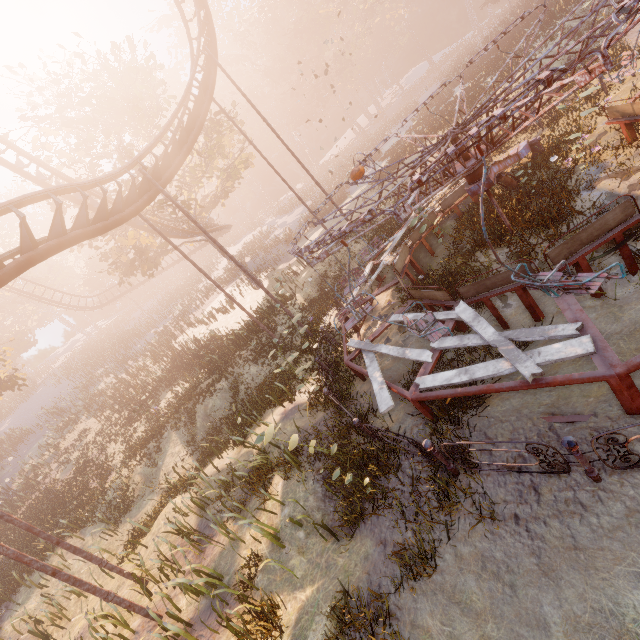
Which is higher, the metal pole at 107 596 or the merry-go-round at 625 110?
the metal pole at 107 596

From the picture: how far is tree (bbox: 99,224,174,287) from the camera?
21.91m

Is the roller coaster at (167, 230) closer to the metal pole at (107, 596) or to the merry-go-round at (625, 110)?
the metal pole at (107, 596)

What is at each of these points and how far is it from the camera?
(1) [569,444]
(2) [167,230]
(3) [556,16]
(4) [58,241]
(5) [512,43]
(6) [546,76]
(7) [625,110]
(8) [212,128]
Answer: (1) merry-go-round, 3.9 meters
(2) roller coaster, 22.8 meters
(3) instancedfoliageactor, 21.6 meters
(4) roller coaster, 9.2 meters
(5) instancedfoliageactor, 28.4 meters
(6) merry-go-round, 3.4 meters
(7) merry-go-round, 7.9 meters
(8) tree, 23.8 meters

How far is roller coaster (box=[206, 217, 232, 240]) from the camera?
28.1m

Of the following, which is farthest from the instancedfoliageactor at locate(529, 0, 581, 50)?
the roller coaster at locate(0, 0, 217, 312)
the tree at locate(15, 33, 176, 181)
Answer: the roller coaster at locate(0, 0, 217, 312)

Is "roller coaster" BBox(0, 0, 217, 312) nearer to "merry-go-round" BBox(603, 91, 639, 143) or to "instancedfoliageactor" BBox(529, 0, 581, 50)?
"merry-go-round" BBox(603, 91, 639, 143)

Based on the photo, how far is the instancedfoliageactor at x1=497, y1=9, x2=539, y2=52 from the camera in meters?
25.6 m
